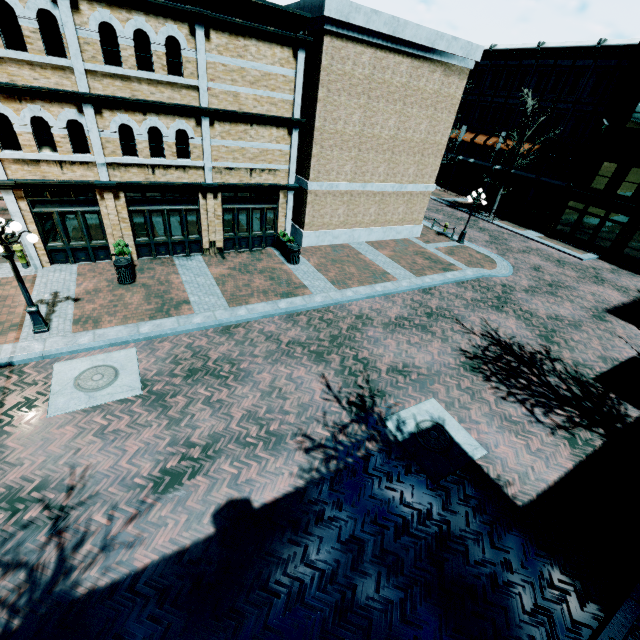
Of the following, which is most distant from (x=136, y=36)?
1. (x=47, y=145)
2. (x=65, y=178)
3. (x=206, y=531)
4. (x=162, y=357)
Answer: (x=206, y=531)

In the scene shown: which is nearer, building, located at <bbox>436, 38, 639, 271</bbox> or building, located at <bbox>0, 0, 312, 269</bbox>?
building, located at <bbox>0, 0, 312, 269</bbox>

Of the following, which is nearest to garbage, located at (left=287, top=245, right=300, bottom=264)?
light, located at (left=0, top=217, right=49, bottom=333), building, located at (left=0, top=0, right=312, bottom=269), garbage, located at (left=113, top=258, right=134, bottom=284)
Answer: building, located at (left=0, top=0, right=312, bottom=269)

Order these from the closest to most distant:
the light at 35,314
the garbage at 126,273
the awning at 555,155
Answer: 1. the light at 35,314
2. the garbage at 126,273
3. the awning at 555,155

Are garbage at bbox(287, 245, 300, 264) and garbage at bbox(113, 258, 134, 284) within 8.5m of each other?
yes

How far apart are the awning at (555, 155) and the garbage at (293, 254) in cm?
2741

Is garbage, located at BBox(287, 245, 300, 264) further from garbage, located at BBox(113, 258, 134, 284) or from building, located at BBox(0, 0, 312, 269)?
garbage, located at BBox(113, 258, 134, 284)

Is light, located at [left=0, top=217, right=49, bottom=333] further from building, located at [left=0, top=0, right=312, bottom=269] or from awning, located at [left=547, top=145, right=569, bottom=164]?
awning, located at [left=547, top=145, right=569, bottom=164]
